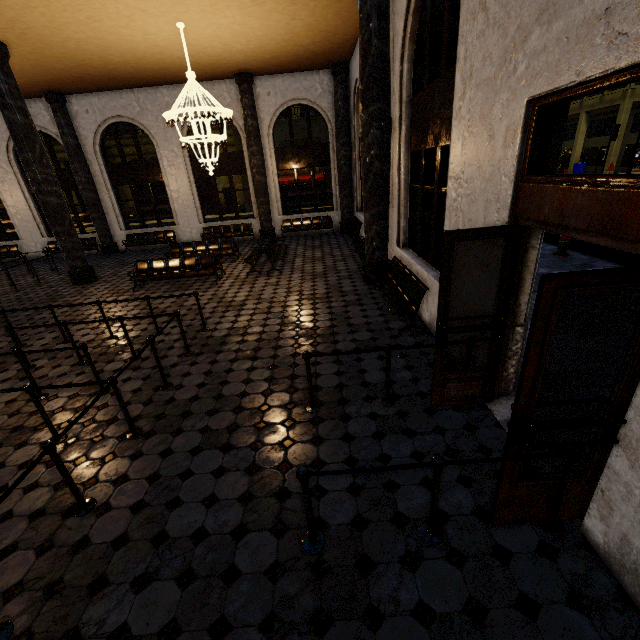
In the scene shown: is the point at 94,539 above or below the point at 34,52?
below
